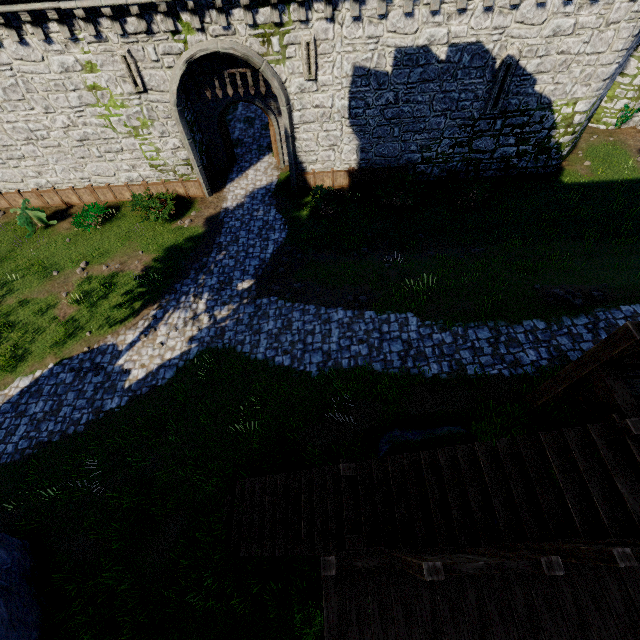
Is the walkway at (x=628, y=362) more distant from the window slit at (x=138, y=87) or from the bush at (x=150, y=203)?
the window slit at (x=138, y=87)

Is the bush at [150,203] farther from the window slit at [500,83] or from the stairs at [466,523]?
the window slit at [500,83]

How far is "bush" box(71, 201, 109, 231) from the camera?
16.6m

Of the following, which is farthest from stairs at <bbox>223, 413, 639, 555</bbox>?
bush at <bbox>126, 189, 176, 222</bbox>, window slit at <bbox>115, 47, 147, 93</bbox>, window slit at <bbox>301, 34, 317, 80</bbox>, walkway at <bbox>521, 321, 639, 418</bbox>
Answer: window slit at <bbox>115, 47, 147, 93</bbox>

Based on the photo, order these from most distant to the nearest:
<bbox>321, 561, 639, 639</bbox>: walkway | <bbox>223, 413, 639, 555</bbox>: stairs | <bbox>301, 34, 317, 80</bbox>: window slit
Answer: <bbox>301, 34, 317, 80</bbox>: window slit, <bbox>223, 413, 639, 555</bbox>: stairs, <bbox>321, 561, 639, 639</bbox>: walkway

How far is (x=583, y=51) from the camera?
13.4m

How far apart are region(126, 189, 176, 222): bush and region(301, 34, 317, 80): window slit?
8.6m

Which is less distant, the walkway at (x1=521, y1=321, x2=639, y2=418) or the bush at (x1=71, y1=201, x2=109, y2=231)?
the walkway at (x1=521, y1=321, x2=639, y2=418)
